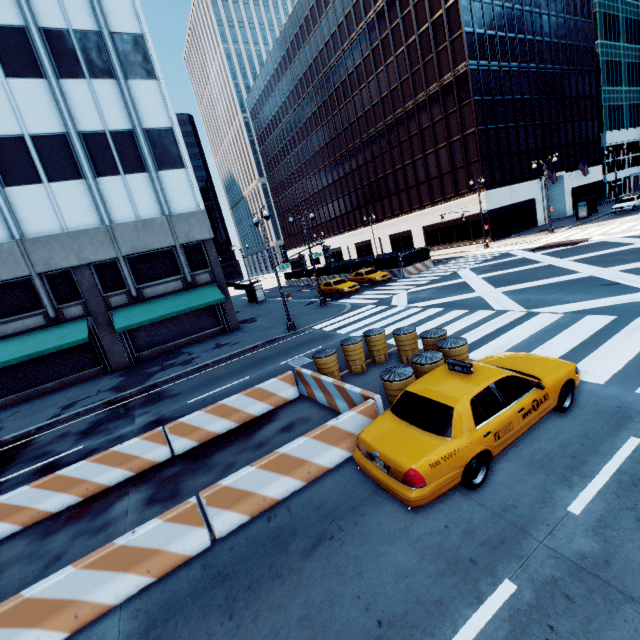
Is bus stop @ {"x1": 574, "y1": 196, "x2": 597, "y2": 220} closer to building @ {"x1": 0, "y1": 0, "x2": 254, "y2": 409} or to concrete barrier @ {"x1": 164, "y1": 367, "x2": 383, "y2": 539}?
building @ {"x1": 0, "y1": 0, "x2": 254, "y2": 409}

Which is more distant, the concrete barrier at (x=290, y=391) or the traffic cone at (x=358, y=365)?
the traffic cone at (x=358, y=365)

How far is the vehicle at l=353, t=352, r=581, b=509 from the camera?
5.0 meters

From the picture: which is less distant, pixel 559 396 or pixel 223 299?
pixel 559 396

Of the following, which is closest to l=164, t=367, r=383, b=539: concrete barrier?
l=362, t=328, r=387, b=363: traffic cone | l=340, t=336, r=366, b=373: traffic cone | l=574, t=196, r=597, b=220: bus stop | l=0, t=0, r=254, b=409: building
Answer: l=340, t=336, r=366, b=373: traffic cone

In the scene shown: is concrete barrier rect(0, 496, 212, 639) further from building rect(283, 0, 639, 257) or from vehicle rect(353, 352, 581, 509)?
building rect(283, 0, 639, 257)

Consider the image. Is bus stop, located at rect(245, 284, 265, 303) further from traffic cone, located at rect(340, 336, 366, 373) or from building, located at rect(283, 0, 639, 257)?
traffic cone, located at rect(340, 336, 366, 373)

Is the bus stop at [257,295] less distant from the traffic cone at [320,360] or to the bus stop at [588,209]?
the traffic cone at [320,360]
